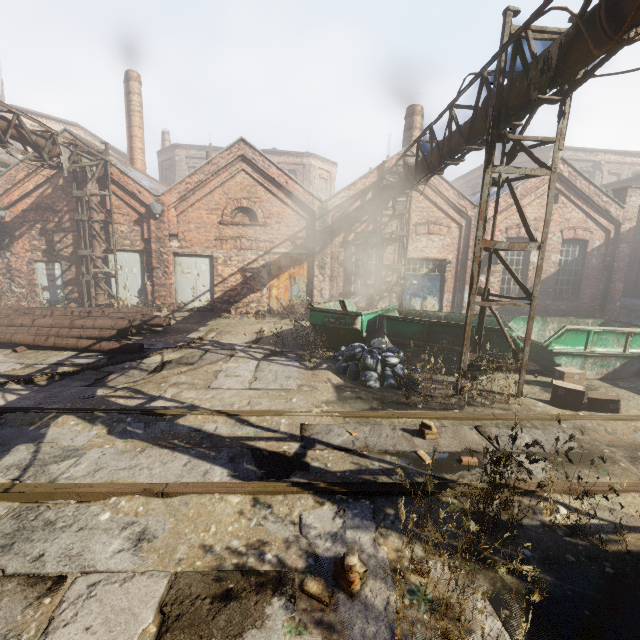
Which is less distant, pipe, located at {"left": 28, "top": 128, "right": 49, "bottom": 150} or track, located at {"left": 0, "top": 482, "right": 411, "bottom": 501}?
track, located at {"left": 0, "top": 482, "right": 411, "bottom": 501}

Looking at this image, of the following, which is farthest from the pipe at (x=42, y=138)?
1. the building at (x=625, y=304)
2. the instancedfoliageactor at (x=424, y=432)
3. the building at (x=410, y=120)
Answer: the building at (x=625, y=304)

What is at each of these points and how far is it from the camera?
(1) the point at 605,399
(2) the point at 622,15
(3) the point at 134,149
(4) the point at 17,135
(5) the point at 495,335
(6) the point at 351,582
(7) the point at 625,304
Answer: (1) carton, 6.3 meters
(2) pipe, 3.9 meters
(3) building, 19.0 meters
(4) pipe, 9.3 meters
(5) container, 7.7 meters
(6) instancedfoliageactor, 2.6 meters
(7) building, 19.4 meters

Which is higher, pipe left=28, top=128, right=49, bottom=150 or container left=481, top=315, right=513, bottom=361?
pipe left=28, top=128, right=49, bottom=150

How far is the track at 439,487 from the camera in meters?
3.8

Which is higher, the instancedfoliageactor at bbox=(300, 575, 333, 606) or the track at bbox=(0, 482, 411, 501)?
→ the track at bbox=(0, 482, 411, 501)

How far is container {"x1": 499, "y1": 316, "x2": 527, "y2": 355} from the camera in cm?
752

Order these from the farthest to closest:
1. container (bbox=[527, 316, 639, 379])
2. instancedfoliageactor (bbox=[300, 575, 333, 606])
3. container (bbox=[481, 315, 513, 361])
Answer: container (bbox=[527, 316, 639, 379]) < container (bbox=[481, 315, 513, 361]) < instancedfoliageactor (bbox=[300, 575, 333, 606])
